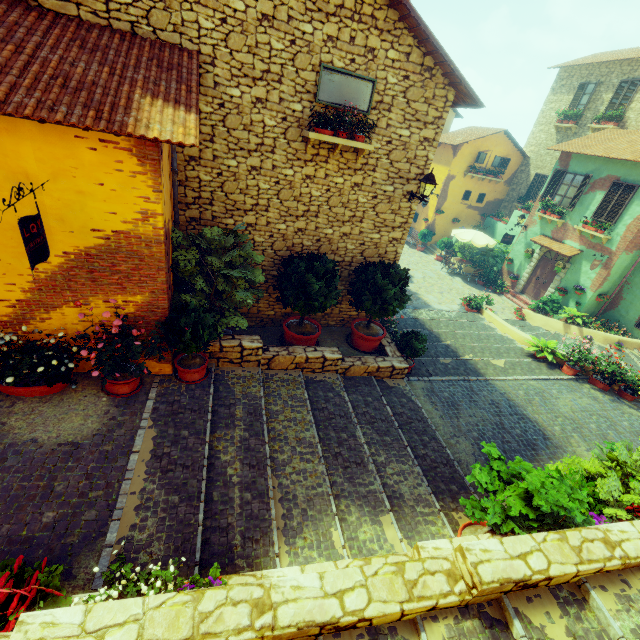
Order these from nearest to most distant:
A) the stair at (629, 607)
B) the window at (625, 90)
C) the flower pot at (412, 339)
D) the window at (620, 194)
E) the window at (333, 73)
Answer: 1. the stair at (629, 607)
2. the window at (333, 73)
3. the flower pot at (412, 339)
4. the window at (620, 194)
5. the window at (625, 90)

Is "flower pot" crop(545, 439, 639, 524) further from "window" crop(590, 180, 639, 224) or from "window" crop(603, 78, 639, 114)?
"window" crop(603, 78, 639, 114)

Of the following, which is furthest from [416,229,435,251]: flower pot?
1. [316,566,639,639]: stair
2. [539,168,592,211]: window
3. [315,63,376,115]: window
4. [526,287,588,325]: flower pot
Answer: [316,566,639,639]: stair

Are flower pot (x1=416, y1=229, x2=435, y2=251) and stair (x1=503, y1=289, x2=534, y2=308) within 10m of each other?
yes

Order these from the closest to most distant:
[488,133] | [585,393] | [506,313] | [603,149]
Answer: [585,393], [603,149], [506,313], [488,133]

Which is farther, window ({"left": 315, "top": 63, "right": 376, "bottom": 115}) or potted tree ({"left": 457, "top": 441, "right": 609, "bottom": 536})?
window ({"left": 315, "top": 63, "right": 376, "bottom": 115})

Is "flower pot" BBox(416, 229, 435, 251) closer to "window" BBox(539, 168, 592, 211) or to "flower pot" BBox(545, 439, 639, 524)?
"window" BBox(539, 168, 592, 211)

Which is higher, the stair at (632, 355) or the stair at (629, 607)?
the stair at (629, 607)
